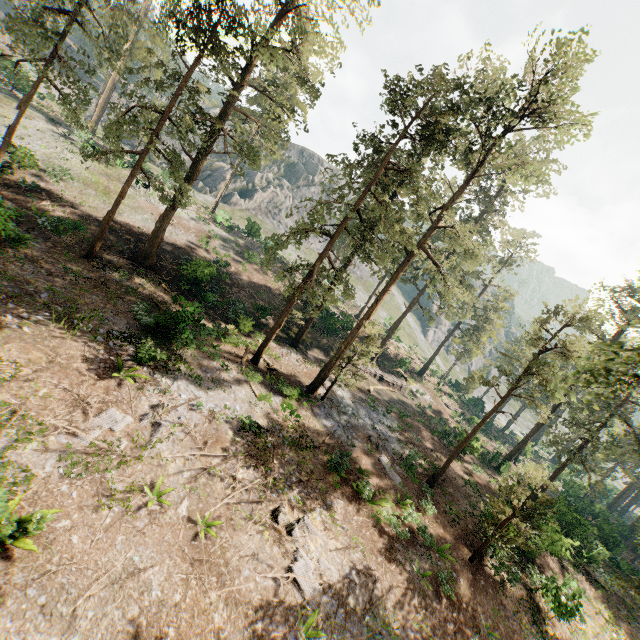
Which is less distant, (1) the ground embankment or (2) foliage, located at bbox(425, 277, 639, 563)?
(2) foliage, located at bbox(425, 277, 639, 563)

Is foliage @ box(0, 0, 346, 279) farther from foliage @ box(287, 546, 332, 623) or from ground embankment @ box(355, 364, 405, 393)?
ground embankment @ box(355, 364, 405, 393)

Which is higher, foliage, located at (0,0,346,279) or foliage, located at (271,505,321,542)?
foliage, located at (0,0,346,279)

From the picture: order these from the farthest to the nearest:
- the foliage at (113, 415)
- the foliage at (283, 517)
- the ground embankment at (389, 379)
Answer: the ground embankment at (389, 379)
the foliage at (283, 517)
the foliage at (113, 415)

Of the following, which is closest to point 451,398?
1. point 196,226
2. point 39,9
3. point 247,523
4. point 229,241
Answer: point 229,241

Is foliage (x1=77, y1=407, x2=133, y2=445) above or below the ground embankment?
below

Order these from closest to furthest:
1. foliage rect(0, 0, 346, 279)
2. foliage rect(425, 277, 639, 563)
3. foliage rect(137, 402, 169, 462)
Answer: foliage rect(425, 277, 639, 563)
foliage rect(137, 402, 169, 462)
foliage rect(0, 0, 346, 279)

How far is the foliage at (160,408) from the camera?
12.3m
